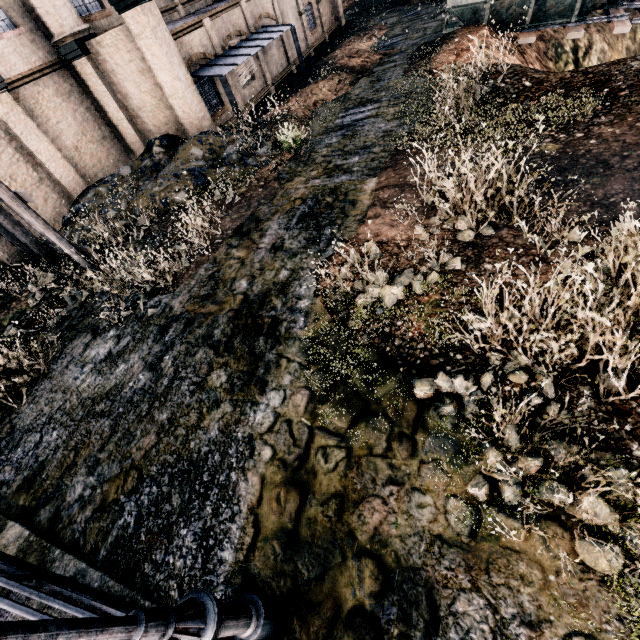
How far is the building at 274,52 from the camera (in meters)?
20.09

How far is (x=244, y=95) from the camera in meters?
20.8

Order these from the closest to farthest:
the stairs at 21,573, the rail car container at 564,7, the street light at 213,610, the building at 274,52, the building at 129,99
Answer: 1. the street light at 213,610
2. the stairs at 21,573
3. the building at 129,99
4. the rail car container at 564,7
5. the building at 274,52

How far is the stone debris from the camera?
13.62m

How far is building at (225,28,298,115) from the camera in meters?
20.1

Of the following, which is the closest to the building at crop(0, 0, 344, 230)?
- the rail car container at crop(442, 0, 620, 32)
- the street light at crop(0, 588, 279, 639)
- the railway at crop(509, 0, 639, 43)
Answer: the rail car container at crop(442, 0, 620, 32)

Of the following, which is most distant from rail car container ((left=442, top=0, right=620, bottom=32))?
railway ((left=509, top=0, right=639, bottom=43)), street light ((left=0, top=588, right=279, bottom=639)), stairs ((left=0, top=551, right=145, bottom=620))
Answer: stairs ((left=0, top=551, right=145, bottom=620))

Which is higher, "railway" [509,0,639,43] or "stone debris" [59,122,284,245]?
"stone debris" [59,122,284,245]
